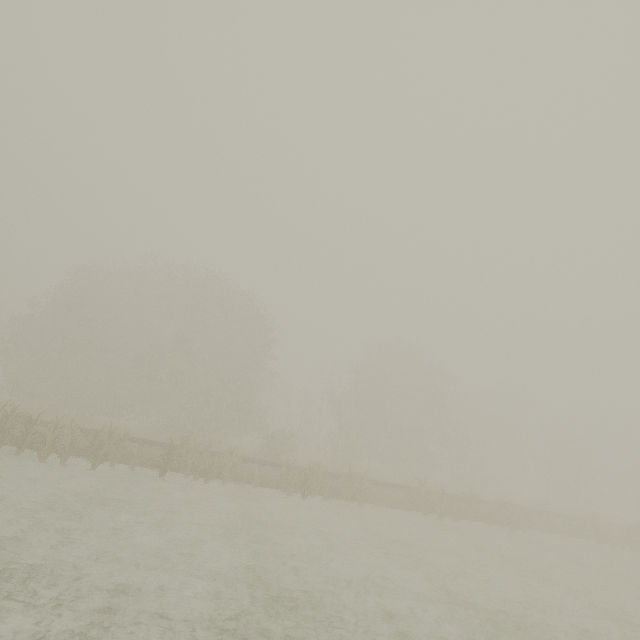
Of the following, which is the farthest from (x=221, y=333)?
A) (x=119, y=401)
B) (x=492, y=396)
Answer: (x=492, y=396)
